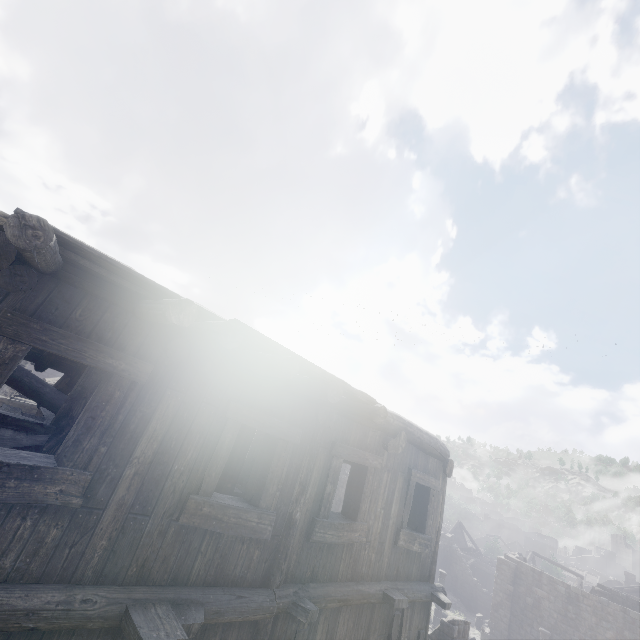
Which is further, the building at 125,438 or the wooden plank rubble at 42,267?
the building at 125,438

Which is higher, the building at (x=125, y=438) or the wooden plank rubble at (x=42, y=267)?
the wooden plank rubble at (x=42, y=267)

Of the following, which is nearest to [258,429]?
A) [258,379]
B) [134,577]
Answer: [258,379]

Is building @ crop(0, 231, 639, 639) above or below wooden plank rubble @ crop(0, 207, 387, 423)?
below

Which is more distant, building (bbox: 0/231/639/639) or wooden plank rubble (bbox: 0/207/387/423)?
building (bbox: 0/231/639/639)
